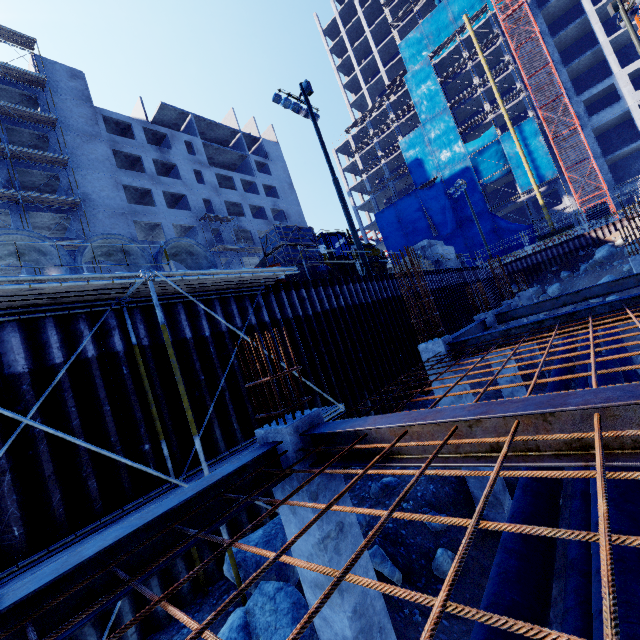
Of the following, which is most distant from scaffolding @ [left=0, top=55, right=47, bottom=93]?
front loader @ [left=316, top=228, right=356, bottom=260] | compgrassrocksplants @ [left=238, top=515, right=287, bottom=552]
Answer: compgrassrocksplants @ [left=238, top=515, right=287, bottom=552]

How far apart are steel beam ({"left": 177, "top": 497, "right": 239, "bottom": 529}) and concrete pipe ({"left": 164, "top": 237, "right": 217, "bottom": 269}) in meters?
5.6

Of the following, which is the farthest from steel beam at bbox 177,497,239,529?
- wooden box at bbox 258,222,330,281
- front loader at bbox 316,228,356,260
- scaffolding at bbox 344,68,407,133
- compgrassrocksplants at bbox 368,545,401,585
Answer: scaffolding at bbox 344,68,407,133

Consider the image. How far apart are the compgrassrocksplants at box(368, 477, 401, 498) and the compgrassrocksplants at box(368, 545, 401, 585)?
2.31m

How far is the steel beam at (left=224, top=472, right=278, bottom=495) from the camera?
3.22m

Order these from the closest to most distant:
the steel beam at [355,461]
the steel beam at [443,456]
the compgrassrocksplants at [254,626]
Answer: the steel beam at [443,456] < the steel beam at [355,461] < the compgrassrocksplants at [254,626]

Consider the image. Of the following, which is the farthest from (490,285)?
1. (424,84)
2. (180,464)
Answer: (424,84)

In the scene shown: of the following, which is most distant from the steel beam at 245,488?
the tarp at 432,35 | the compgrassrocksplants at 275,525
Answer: the tarp at 432,35
